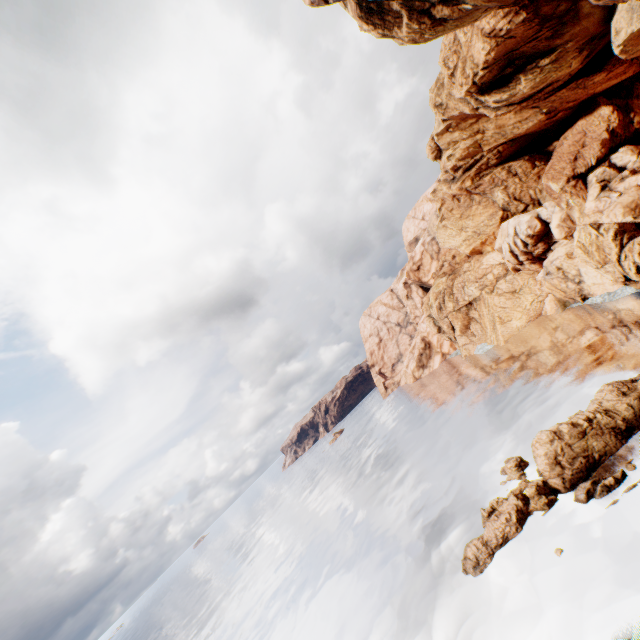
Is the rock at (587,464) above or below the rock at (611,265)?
below

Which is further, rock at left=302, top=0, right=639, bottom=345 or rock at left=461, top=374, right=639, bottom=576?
rock at left=302, top=0, right=639, bottom=345

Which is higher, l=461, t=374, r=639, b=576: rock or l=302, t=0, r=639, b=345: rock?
l=302, t=0, r=639, b=345: rock

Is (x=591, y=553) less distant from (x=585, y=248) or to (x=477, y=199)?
(x=585, y=248)

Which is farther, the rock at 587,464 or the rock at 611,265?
the rock at 611,265
